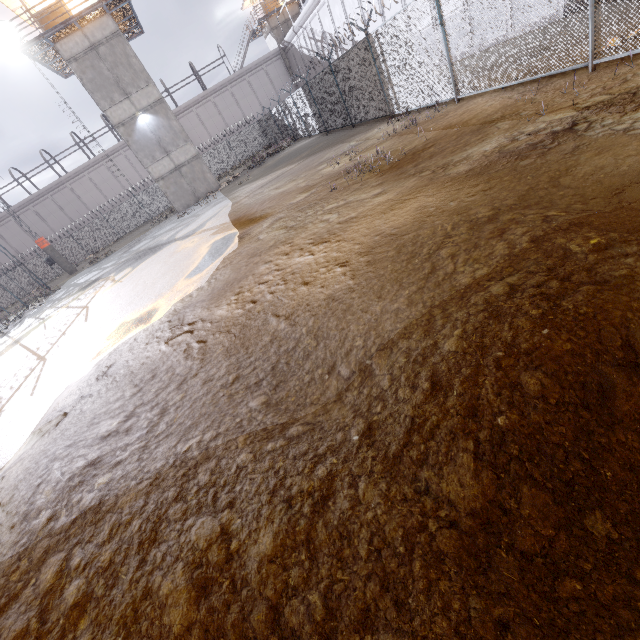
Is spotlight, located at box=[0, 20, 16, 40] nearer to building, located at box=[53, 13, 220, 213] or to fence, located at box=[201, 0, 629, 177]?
building, located at box=[53, 13, 220, 213]

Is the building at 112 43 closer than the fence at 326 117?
No

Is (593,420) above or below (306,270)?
below

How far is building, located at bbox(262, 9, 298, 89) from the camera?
37.28m

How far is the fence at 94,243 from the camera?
34.94m

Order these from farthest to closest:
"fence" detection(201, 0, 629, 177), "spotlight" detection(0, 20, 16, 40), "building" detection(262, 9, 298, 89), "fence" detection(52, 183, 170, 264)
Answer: "building" detection(262, 9, 298, 89) → "fence" detection(52, 183, 170, 264) → "spotlight" detection(0, 20, 16, 40) → "fence" detection(201, 0, 629, 177)

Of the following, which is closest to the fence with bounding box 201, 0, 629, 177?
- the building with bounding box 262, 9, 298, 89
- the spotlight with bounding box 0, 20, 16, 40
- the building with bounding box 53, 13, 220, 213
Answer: the building with bounding box 53, 13, 220, 213
